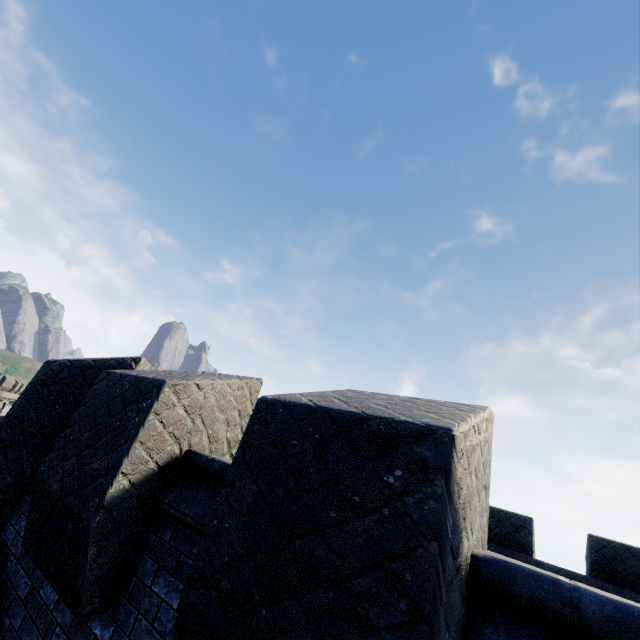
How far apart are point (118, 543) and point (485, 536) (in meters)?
2.83
